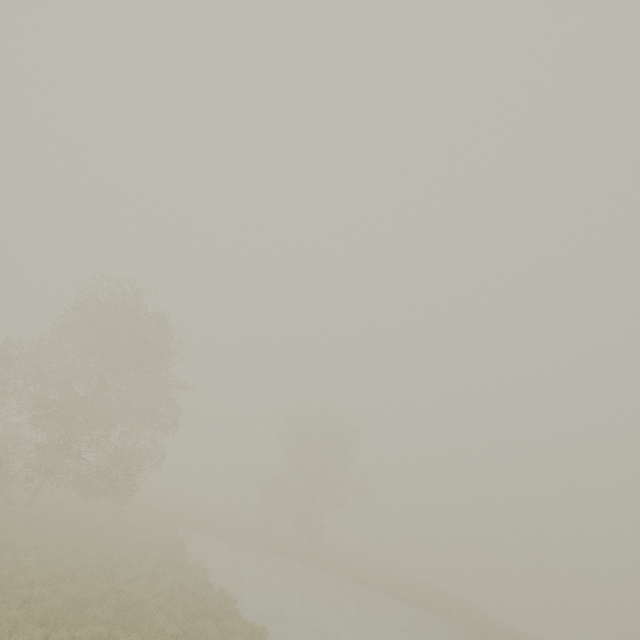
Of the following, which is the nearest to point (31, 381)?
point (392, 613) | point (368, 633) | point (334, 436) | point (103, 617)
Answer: point (103, 617)
